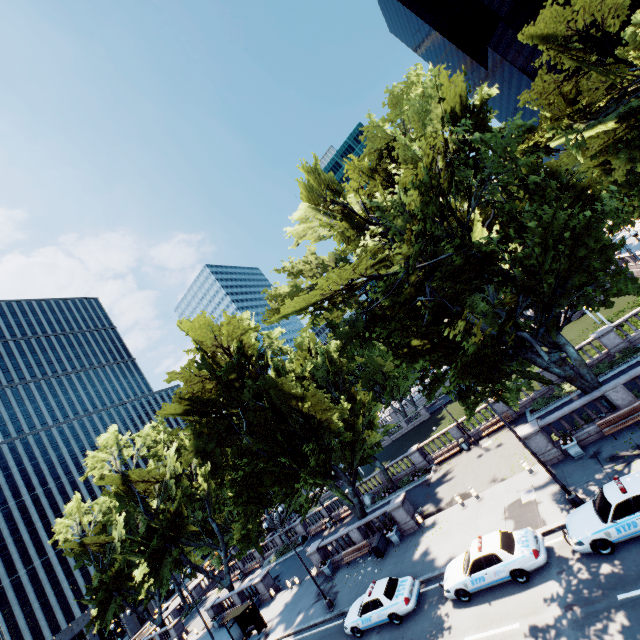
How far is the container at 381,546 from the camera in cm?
2367

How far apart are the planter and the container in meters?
14.5 m

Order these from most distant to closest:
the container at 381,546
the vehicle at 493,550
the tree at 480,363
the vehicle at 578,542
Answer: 1. the container at 381,546
2. the tree at 480,363
3. the vehicle at 493,550
4. the vehicle at 578,542

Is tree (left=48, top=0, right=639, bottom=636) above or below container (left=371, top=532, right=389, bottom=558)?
above

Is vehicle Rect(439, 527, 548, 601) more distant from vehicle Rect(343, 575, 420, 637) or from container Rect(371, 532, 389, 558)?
container Rect(371, 532, 389, 558)

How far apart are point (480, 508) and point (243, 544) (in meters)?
31.28

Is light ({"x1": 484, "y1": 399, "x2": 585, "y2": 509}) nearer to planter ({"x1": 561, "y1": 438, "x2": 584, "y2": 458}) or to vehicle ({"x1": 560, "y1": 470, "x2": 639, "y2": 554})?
vehicle ({"x1": 560, "y1": 470, "x2": 639, "y2": 554})

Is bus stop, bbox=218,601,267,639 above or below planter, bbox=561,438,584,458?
above
